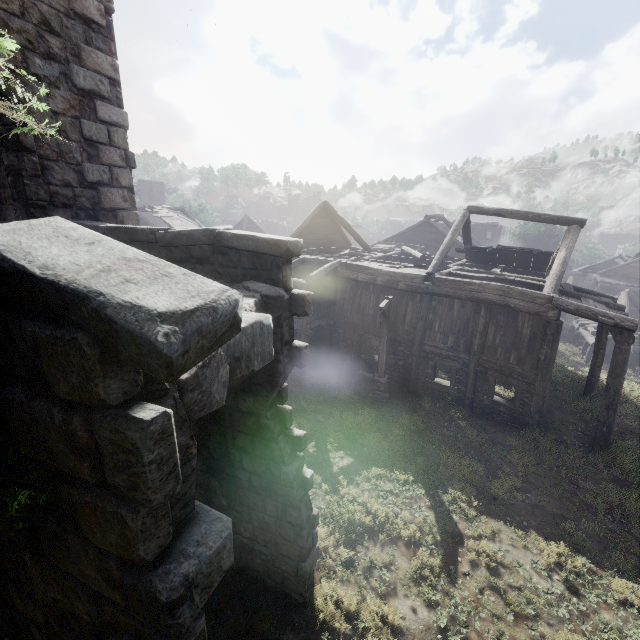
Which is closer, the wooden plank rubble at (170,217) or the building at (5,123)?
the building at (5,123)

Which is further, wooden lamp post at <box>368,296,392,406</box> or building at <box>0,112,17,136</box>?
wooden lamp post at <box>368,296,392,406</box>

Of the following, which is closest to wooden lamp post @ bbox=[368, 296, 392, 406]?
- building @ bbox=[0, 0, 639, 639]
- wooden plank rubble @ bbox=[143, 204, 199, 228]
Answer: building @ bbox=[0, 0, 639, 639]

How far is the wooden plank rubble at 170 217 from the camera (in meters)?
28.05

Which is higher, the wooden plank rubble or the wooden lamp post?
the wooden plank rubble

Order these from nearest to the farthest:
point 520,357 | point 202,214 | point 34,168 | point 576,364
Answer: point 34,168, point 520,357, point 576,364, point 202,214

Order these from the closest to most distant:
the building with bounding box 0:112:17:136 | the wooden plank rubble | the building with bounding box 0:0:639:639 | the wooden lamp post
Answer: the building with bounding box 0:0:639:639
the building with bounding box 0:112:17:136
the wooden lamp post
the wooden plank rubble

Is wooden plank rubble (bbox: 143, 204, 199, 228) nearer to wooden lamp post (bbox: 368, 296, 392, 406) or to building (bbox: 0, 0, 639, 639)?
building (bbox: 0, 0, 639, 639)
